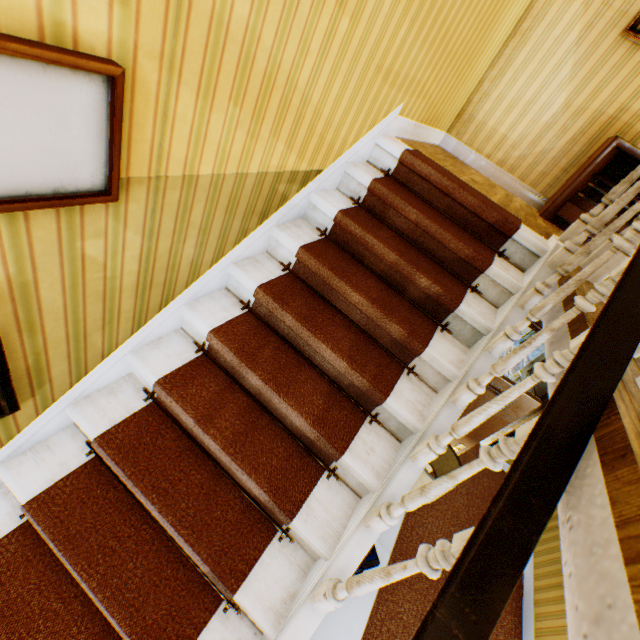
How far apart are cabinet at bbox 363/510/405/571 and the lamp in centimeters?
4cm

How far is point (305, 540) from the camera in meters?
1.7

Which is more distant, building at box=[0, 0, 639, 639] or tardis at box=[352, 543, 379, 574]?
tardis at box=[352, 543, 379, 574]

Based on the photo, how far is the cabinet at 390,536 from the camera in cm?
243

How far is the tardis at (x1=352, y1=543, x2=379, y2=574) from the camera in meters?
2.1

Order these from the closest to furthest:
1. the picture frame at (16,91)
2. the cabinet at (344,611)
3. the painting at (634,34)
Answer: the picture frame at (16,91) → the cabinet at (344,611) → the painting at (634,34)

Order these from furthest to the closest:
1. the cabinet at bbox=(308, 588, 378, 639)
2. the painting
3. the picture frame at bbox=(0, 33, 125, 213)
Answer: the painting → the cabinet at bbox=(308, 588, 378, 639) → the picture frame at bbox=(0, 33, 125, 213)

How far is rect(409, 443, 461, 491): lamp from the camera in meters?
2.2
